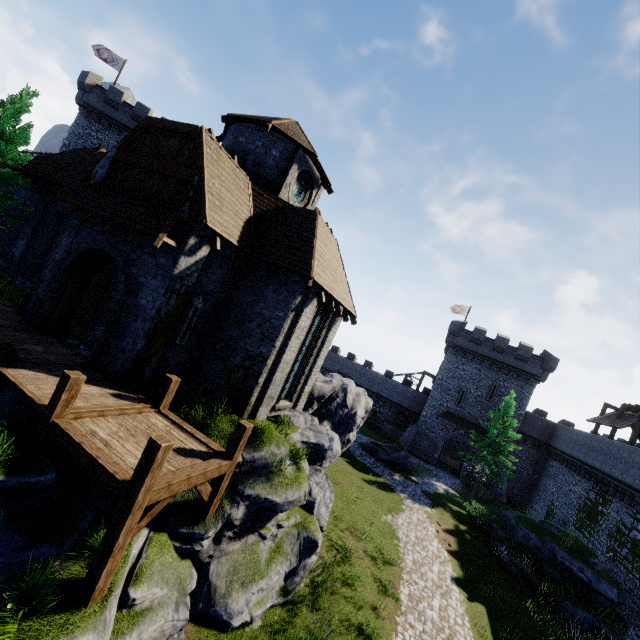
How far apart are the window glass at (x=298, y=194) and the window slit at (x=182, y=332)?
7.4 meters

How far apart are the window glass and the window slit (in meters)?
7.44

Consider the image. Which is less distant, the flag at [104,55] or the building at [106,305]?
the building at [106,305]

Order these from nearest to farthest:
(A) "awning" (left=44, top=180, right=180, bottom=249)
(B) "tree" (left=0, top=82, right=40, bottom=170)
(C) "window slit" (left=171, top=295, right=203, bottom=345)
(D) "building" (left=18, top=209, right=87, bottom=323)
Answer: (A) "awning" (left=44, top=180, right=180, bottom=249) < (C) "window slit" (left=171, top=295, right=203, bottom=345) < (D) "building" (left=18, top=209, right=87, bottom=323) < (B) "tree" (left=0, top=82, right=40, bottom=170)

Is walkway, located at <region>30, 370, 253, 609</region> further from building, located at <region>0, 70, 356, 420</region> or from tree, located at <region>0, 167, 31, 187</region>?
tree, located at <region>0, 167, 31, 187</region>

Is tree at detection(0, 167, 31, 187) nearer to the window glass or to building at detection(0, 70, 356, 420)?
building at detection(0, 70, 356, 420)

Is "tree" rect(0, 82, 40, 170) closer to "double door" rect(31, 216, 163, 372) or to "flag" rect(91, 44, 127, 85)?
"double door" rect(31, 216, 163, 372)

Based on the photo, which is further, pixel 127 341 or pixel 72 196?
pixel 72 196
